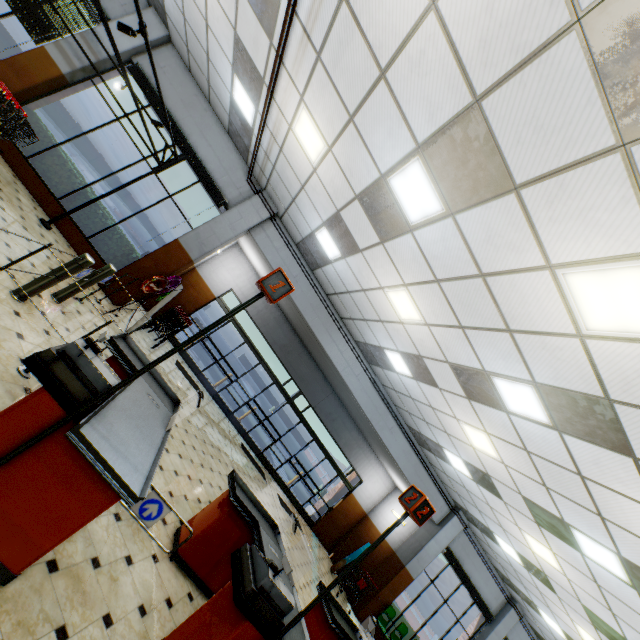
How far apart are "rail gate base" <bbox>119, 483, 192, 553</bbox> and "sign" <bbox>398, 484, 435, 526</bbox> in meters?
1.9 m

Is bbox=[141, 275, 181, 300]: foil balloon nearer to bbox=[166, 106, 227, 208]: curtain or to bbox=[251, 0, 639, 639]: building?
bbox=[251, 0, 639, 639]: building

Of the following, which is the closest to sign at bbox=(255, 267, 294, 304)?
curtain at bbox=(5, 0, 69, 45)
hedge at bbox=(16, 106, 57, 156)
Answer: hedge at bbox=(16, 106, 57, 156)

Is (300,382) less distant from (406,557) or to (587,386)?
(406,557)

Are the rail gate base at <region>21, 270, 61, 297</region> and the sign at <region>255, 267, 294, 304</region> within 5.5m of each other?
yes

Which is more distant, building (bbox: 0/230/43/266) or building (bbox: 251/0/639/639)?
building (bbox: 0/230/43/266)

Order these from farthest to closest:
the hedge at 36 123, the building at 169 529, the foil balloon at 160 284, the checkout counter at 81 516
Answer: the hedge at 36 123, the foil balloon at 160 284, the building at 169 529, the checkout counter at 81 516

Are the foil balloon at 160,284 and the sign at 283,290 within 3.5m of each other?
no
